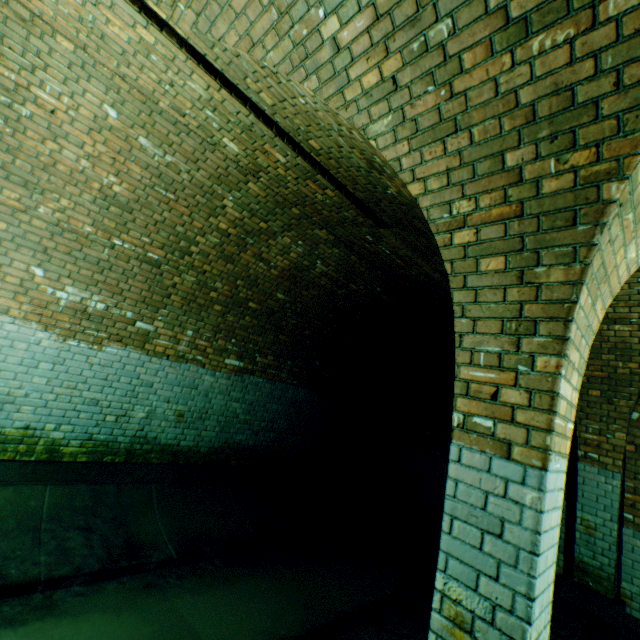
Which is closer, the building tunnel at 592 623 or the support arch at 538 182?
the support arch at 538 182

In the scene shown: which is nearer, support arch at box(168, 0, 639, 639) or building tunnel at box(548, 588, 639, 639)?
support arch at box(168, 0, 639, 639)

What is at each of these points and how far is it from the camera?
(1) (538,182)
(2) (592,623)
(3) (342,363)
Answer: (1) support arch, 1.69m
(2) building tunnel, 3.90m
(3) building tunnel, 7.77m

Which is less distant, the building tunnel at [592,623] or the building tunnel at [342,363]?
the building tunnel at [342,363]

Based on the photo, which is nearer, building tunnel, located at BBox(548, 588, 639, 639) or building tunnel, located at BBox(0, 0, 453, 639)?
building tunnel, located at BBox(0, 0, 453, 639)

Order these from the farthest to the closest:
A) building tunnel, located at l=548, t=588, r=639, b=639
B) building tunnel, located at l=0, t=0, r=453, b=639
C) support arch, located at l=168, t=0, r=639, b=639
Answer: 1. building tunnel, located at l=548, t=588, r=639, b=639
2. building tunnel, located at l=0, t=0, r=453, b=639
3. support arch, located at l=168, t=0, r=639, b=639

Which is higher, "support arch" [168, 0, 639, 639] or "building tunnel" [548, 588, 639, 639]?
"support arch" [168, 0, 639, 639]
